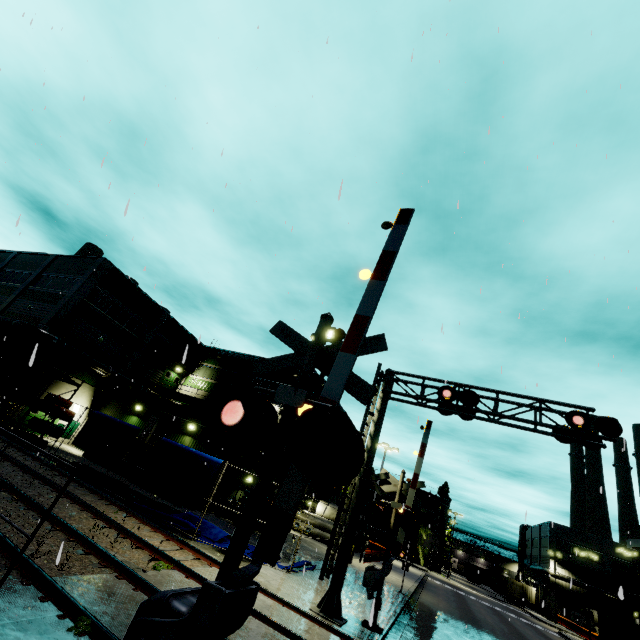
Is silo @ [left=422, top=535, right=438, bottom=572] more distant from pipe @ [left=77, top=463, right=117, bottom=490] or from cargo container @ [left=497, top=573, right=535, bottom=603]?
pipe @ [left=77, top=463, right=117, bottom=490]

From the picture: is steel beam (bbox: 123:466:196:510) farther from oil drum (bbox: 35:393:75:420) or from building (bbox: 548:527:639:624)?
oil drum (bbox: 35:393:75:420)

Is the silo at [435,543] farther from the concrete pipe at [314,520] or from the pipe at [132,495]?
the pipe at [132,495]

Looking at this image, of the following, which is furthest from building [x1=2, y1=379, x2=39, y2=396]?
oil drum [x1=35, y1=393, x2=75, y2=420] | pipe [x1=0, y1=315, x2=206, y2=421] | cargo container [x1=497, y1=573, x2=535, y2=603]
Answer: oil drum [x1=35, y1=393, x2=75, y2=420]

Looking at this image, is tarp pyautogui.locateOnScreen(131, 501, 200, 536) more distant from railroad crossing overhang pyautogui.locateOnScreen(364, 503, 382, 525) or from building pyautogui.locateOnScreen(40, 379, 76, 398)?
railroad crossing overhang pyautogui.locateOnScreen(364, 503, 382, 525)

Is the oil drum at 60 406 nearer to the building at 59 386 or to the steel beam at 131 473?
the steel beam at 131 473

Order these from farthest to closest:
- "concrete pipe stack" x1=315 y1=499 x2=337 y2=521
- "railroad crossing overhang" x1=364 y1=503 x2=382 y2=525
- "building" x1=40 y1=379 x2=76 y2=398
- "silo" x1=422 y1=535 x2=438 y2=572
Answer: "silo" x1=422 y1=535 x2=438 y2=572 < "concrete pipe stack" x1=315 y1=499 x2=337 y2=521 < "building" x1=40 y1=379 x2=76 y2=398 < "railroad crossing overhang" x1=364 y1=503 x2=382 y2=525

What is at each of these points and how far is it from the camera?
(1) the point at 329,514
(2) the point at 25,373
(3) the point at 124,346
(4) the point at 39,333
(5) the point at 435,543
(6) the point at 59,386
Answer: (1) concrete pipe stack, 38.3 meters
(2) building, 25.2 meters
(3) building, 32.3 meters
(4) pipe, 24.8 meters
(5) silo, 59.8 meters
(6) building, 27.5 meters
